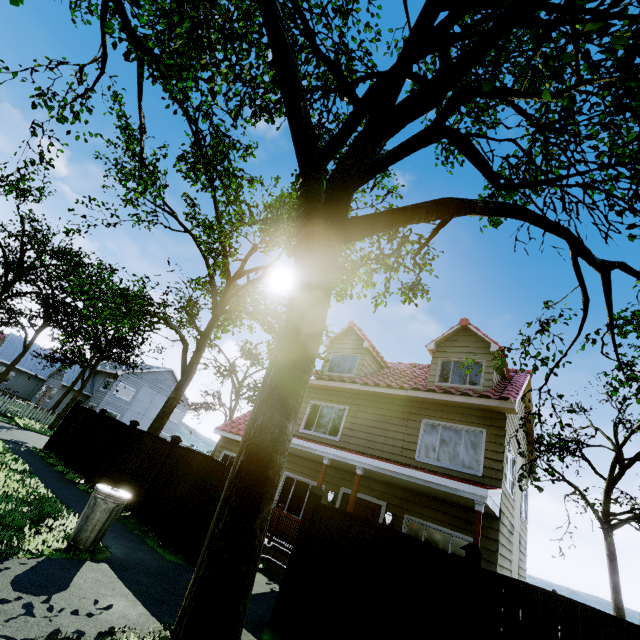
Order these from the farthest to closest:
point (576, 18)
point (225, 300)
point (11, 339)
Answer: point (11, 339) → point (225, 300) → point (576, 18)

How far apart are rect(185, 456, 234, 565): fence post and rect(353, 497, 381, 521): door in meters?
4.7 m

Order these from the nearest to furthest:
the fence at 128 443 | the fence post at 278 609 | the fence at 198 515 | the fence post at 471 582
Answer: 1. the fence post at 471 582
2. the fence post at 278 609
3. the fence at 198 515
4. the fence at 128 443

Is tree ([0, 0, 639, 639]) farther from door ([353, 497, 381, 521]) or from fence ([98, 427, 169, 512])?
door ([353, 497, 381, 521])

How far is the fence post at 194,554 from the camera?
6.98m

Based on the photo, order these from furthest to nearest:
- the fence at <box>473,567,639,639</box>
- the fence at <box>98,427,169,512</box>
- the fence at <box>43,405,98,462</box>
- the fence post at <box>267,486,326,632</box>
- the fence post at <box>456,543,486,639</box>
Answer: the fence at <box>43,405,98,462</box>, the fence at <box>98,427,169,512</box>, the fence post at <box>267,486,326,632</box>, the fence post at <box>456,543,486,639</box>, the fence at <box>473,567,639,639</box>

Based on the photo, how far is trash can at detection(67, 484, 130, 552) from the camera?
5.6m

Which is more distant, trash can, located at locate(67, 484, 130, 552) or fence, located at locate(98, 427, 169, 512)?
fence, located at locate(98, 427, 169, 512)
